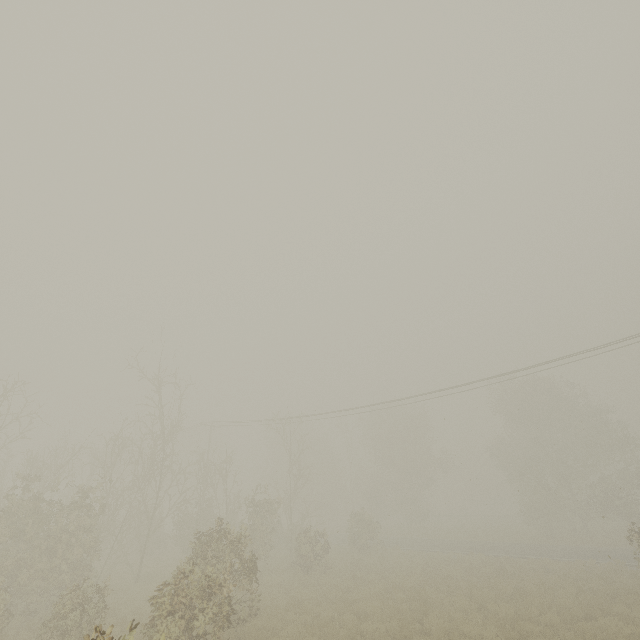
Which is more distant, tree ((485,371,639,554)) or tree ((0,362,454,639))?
tree ((485,371,639,554))

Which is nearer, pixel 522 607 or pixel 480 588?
pixel 522 607

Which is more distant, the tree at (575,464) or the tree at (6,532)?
the tree at (575,464)
